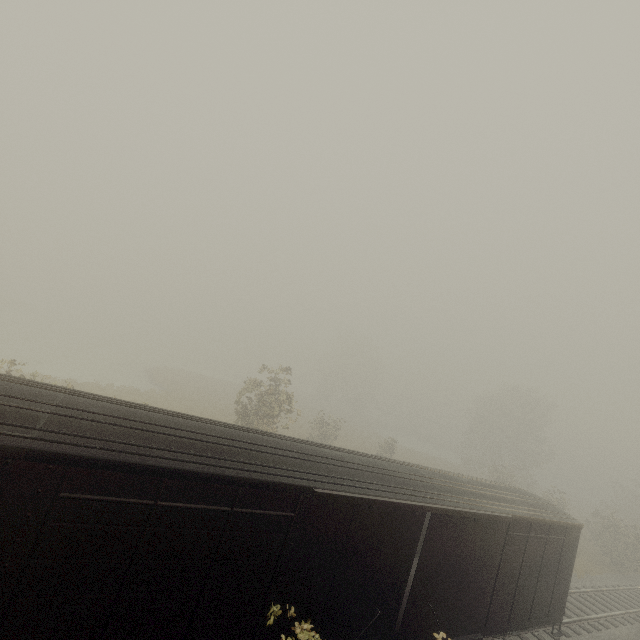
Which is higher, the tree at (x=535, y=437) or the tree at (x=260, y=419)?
the tree at (x=535, y=437)

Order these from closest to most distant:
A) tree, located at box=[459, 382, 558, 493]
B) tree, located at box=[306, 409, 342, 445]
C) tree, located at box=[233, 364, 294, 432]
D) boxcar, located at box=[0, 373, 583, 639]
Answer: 1. boxcar, located at box=[0, 373, 583, 639]
2. tree, located at box=[233, 364, 294, 432]
3. tree, located at box=[306, 409, 342, 445]
4. tree, located at box=[459, 382, 558, 493]

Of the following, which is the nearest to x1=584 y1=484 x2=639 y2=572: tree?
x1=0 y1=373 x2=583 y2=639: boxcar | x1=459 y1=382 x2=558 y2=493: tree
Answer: x1=0 y1=373 x2=583 y2=639: boxcar

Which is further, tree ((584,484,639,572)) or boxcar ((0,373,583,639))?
tree ((584,484,639,572))

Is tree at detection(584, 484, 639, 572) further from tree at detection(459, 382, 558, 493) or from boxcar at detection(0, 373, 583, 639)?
tree at detection(459, 382, 558, 493)

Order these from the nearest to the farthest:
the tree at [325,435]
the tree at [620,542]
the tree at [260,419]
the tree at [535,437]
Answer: the tree at [260,419], the tree at [620,542], the tree at [325,435], the tree at [535,437]

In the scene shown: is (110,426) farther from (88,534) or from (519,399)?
(519,399)

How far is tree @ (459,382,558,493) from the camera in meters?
41.2 m
